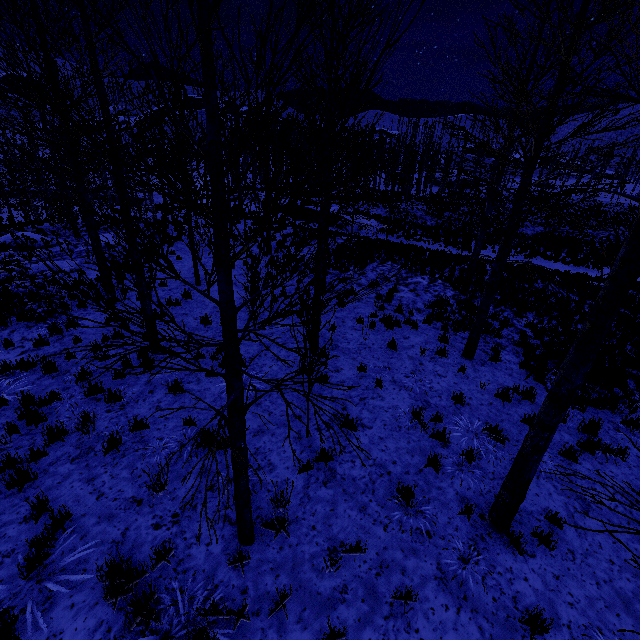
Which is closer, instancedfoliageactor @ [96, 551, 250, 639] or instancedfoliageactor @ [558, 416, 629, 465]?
instancedfoliageactor @ [96, 551, 250, 639]

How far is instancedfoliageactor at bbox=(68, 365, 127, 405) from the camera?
6.57m

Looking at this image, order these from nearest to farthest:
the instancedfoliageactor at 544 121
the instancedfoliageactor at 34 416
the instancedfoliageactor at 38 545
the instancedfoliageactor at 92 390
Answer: the instancedfoliageactor at 544 121 < the instancedfoliageactor at 38 545 < the instancedfoliageactor at 34 416 < the instancedfoliageactor at 92 390

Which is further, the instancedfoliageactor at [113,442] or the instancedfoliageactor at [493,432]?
the instancedfoliageactor at [493,432]

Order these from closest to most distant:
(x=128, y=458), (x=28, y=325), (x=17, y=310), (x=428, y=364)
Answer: (x=128, y=458), (x=428, y=364), (x=28, y=325), (x=17, y=310)

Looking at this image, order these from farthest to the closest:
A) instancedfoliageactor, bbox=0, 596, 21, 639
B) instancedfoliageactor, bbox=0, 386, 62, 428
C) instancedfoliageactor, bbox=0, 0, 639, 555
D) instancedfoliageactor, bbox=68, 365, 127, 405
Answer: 1. instancedfoliageactor, bbox=68, 365, 127, 405
2. instancedfoliageactor, bbox=0, 386, 62, 428
3. instancedfoliageactor, bbox=0, 596, 21, 639
4. instancedfoliageactor, bbox=0, 0, 639, 555
